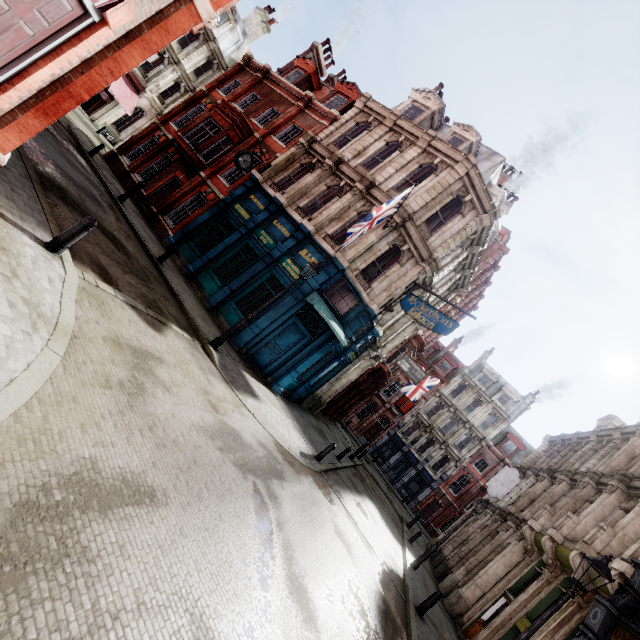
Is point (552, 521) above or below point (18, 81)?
above

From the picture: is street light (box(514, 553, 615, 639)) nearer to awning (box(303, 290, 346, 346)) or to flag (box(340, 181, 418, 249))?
awning (box(303, 290, 346, 346))

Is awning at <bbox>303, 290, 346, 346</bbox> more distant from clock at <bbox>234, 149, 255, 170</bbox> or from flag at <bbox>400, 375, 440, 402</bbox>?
flag at <bbox>400, 375, 440, 402</bbox>

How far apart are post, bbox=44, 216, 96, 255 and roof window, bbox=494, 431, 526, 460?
45.5 meters

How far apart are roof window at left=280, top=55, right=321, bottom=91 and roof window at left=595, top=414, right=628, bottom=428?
31.5 meters

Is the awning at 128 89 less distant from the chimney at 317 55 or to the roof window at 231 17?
the roof window at 231 17

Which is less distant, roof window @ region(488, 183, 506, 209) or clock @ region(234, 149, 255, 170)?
clock @ region(234, 149, 255, 170)

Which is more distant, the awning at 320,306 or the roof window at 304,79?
the roof window at 304,79
